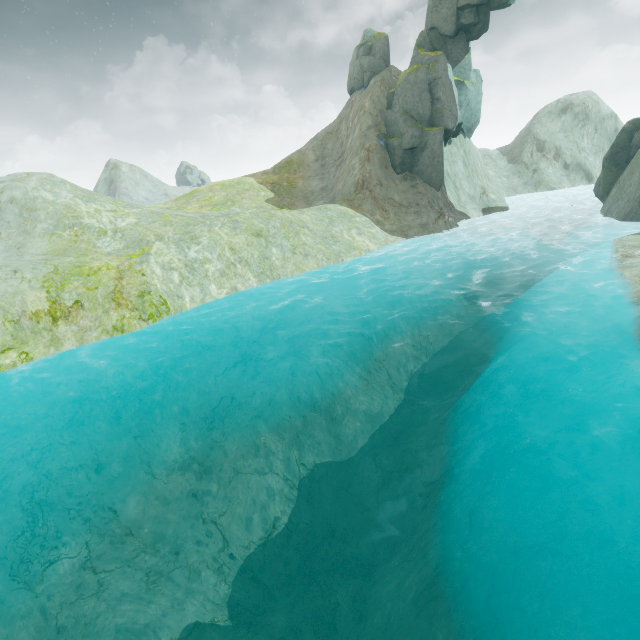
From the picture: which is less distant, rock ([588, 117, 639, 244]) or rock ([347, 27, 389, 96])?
rock ([588, 117, 639, 244])

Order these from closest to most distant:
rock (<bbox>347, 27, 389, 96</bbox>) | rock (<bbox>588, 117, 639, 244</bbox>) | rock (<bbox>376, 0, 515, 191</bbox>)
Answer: rock (<bbox>588, 117, 639, 244</bbox>) → rock (<bbox>376, 0, 515, 191</bbox>) → rock (<bbox>347, 27, 389, 96</bbox>)

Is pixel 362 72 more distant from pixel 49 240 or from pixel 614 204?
pixel 49 240

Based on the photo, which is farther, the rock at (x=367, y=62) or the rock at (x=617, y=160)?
the rock at (x=367, y=62)

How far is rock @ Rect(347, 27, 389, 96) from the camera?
32.6 meters

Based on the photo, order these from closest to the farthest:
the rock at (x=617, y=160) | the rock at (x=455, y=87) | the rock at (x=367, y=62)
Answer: the rock at (x=617, y=160) → the rock at (x=455, y=87) → the rock at (x=367, y=62)
